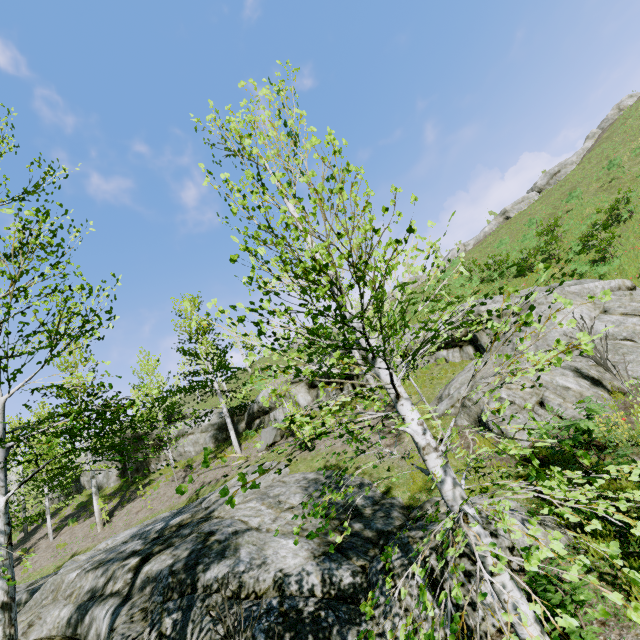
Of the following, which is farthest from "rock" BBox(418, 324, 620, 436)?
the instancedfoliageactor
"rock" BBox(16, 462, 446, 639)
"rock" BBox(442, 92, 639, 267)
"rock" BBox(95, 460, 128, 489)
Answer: "rock" BBox(442, 92, 639, 267)

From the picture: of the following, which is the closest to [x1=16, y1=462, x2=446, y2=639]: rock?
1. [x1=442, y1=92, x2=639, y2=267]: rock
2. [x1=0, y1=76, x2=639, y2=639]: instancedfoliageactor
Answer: [x1=0, y1=76, x2=639, y2=639]: instancedfoliageactor

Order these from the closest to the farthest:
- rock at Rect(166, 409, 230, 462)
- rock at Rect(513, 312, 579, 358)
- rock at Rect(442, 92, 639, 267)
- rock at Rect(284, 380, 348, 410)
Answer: rock at Rect(513, 312, 579, 358) → rock at Rect(284, 380, 348, 410) → rock at Rect(166, 409, 230, 462) → rock at Rect(442, 92, 639, 267)

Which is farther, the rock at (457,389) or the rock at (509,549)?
the rock at (457,389)

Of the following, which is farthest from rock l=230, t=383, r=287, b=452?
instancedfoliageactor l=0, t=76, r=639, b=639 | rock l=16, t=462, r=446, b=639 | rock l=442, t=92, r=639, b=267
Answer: rock l=442, t=92, r=639, b=267

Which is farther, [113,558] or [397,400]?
[113,558]

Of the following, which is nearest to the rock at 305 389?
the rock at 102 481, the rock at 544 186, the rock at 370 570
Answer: the rock at 102 481

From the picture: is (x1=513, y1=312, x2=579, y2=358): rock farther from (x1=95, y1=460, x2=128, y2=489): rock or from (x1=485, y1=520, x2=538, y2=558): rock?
(x1=485, y1=520, x2=538, y2=558): rock
